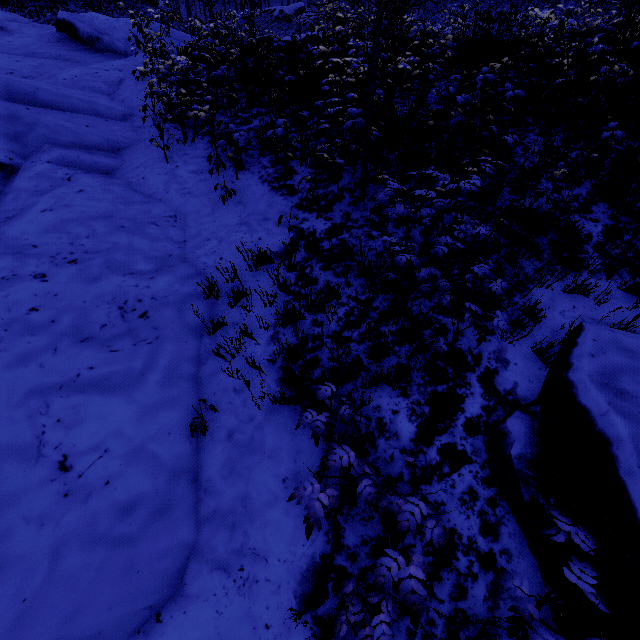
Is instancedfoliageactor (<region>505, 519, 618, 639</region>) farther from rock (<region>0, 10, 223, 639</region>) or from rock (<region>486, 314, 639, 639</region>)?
rock (<region>0, 10, 223, 639</region>)

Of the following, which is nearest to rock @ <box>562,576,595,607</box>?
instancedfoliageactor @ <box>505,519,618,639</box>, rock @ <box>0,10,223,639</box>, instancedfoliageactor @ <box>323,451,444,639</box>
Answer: instancedfoliageactor @ <box>505,519,618,639</box>

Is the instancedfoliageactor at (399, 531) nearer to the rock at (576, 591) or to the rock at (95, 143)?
the rock at (576, 591)

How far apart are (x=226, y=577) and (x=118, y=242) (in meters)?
4.48

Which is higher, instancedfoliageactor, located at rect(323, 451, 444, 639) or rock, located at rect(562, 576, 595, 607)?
instancedfoliageactor, located at rect(323, 451, 444, 639)

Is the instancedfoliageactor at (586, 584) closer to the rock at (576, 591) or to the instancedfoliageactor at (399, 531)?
the rock at (576, 591)

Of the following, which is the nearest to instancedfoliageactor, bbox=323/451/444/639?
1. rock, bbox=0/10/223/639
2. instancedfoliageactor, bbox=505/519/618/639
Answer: instancedfoliageactor, bbox=505/519/618/639

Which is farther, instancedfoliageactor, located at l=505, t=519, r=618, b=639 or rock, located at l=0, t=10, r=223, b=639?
rock, located at l=0, t=10, r=223, b=639
